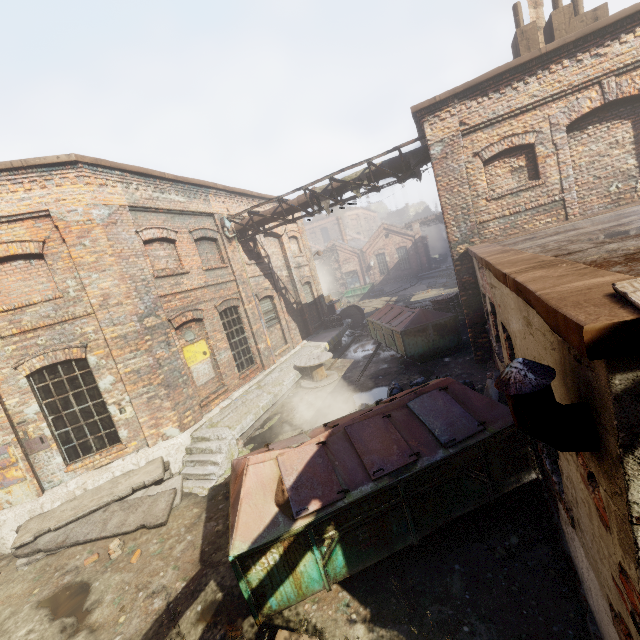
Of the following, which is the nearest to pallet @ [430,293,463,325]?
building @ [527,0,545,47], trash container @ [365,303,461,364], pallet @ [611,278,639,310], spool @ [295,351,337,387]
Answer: trash container @ [365,303,461,364]

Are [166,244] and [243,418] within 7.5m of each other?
yes

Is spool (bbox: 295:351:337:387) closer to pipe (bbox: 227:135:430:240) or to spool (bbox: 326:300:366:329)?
pipe (bbox: 227:135:430:240)

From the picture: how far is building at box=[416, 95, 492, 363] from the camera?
9.2m

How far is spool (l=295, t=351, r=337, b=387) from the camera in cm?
1237

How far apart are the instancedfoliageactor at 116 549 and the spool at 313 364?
7.2m

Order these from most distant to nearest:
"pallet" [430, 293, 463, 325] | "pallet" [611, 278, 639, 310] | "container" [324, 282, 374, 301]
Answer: "container" [324, 282, 374, 301], "pallet" [430, 293, 463, 325], "pallet" [611, 278, 639, 310]

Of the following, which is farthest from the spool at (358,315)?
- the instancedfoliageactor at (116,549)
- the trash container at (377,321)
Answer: the instancedfoliageactor at (116,549)
